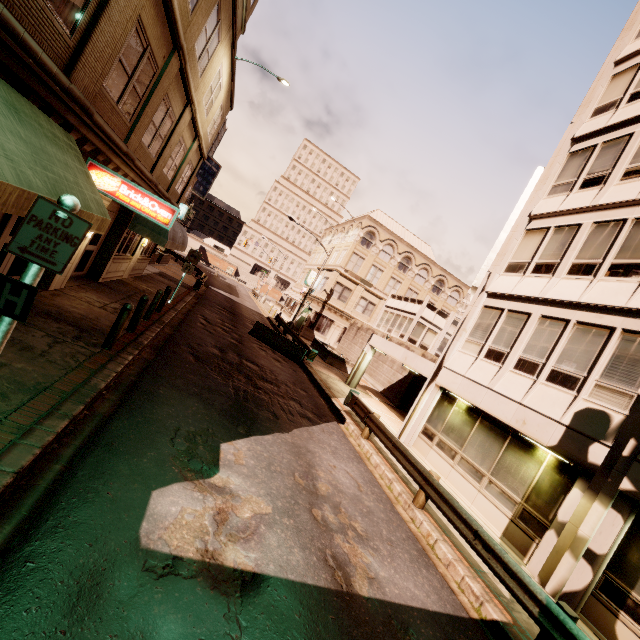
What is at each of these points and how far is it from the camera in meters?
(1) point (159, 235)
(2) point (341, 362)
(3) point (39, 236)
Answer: (1) awning, 13.5 m
(2) planter, 25.7 m
(3) sign, 3.0 m

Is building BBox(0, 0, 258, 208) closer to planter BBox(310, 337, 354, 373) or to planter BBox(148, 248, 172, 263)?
planter BBox(148, 248, 172, 263)

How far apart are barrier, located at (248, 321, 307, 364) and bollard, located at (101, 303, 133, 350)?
12.16m

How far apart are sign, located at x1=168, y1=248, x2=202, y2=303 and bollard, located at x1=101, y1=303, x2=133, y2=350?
8.8m

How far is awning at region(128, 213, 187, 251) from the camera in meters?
13.2

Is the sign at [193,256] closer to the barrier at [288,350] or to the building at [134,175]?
the building at [134,175]

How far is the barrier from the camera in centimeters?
1967cm

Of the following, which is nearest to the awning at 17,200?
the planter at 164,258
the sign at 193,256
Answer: the sign at 193,256
